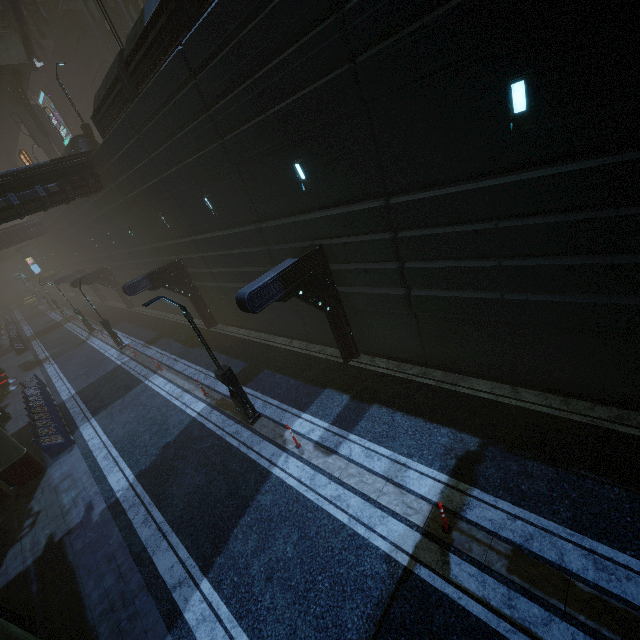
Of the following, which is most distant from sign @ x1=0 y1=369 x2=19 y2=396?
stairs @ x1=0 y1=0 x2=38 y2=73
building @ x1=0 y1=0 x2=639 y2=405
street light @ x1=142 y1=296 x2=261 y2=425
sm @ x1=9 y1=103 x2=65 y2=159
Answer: street light @ x1=142 y1=296 x2=261 y2=425

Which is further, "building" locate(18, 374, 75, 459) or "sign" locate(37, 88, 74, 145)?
"sign" locate(37, 88, 74, 145)

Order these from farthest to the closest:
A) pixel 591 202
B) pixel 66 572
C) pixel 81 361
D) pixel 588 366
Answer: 1. pixel 81 361
2. pixel 66 572
3. pixel 588 366
4. pixel 591 202

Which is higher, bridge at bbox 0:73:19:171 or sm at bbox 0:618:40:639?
bridge at bbox 0:73:19:171

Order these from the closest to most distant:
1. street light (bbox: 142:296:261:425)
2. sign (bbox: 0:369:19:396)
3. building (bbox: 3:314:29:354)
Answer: street light (bbox: 142:296:261:425) < sign (bbox: 0:369:19:396) < building (bbox: 3:314:29:354)

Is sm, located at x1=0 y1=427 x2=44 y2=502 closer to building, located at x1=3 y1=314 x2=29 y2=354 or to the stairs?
building, located at x1=3 y1=314 x2=29 y2=354

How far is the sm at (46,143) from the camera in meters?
32.8

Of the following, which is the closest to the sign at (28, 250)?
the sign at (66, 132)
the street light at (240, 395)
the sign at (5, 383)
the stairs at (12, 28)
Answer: the sign at (66, 132)
